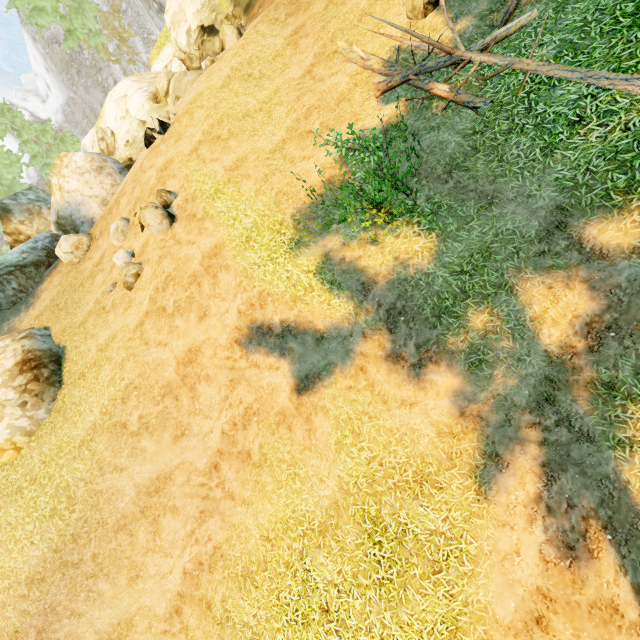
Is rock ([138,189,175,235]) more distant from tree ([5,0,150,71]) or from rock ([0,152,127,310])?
tree ([5,0,150,71])

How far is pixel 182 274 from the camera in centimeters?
1070cm

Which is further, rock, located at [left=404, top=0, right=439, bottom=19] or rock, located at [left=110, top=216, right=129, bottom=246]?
rock, located at [left=110, top=216, right=129, bottom=246]

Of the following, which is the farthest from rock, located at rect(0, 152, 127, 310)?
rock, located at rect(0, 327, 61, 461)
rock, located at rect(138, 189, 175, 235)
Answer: rock, located at rect(138, 189, 175, 235)

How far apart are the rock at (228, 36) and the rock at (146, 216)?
8.53m

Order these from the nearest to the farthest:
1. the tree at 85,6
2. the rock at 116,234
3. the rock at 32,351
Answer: the rock at 32,351 < the rock at 116,234 < the tree at 85,6

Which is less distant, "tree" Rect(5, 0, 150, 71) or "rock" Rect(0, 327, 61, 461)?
"rock" Rect(0, 327, 61, 461)

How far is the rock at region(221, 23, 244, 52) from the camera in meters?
14.7
